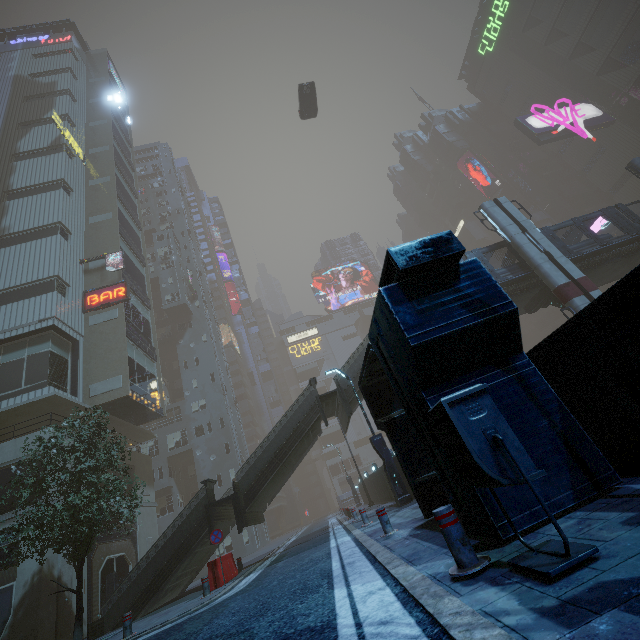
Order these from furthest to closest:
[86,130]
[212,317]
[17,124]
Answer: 1. [212,317]
2. [86,130]
3. [17,124]

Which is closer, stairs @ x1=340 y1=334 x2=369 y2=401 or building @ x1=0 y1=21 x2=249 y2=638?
stairs @ x1=340 y1=334 x2=369 y2=401

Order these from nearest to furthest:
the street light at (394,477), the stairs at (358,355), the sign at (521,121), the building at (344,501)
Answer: the street light at (394,477), the stairs at (358,355), the sign at (521,121), the building at (344,501)

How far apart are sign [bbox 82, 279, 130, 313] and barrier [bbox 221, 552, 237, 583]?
20.0m

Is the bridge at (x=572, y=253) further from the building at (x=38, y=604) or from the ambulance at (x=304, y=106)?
the ambulance at (x=304, y=106)

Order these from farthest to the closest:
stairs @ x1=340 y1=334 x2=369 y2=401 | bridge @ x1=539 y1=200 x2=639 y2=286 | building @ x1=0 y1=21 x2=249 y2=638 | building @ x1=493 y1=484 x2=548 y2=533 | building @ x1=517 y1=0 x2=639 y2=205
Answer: building @ x1=517 y1=0 x2=639 y2=205 < bridge @ x1=539 y1=200 x2=639 y2=286 < building @ x1=0 y1=21 x2=249 y2=638 < stairs @ x1=340 y1=334 x2=369 y2=401 < building @ x1=493 y1=484 x2=548 y2=533

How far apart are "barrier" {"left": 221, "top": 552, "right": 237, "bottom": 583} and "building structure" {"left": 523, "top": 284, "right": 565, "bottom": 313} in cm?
2291

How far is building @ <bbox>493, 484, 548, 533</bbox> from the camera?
3.7m
